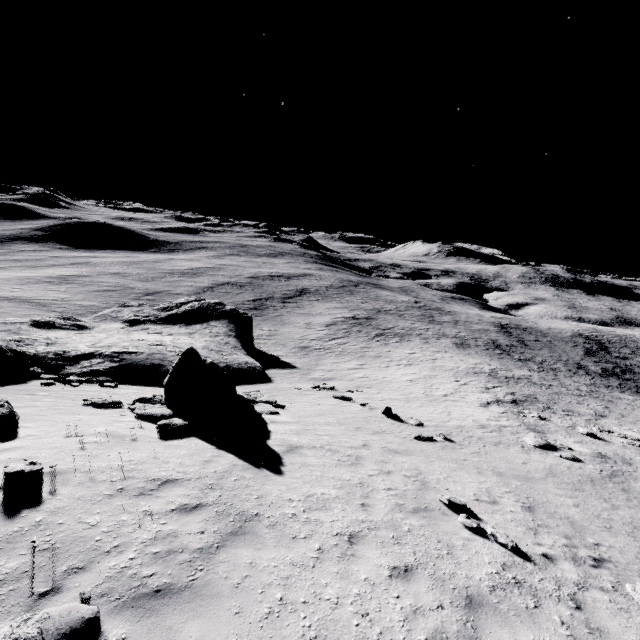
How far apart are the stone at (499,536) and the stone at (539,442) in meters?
10.2 m

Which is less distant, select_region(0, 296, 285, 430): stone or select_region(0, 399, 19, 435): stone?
select_region(0, 399, 19, 435): stone

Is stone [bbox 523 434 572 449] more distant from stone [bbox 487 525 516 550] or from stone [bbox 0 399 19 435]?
stone [bbox 0 399 19 435]

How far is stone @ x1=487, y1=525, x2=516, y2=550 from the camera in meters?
7.0 m

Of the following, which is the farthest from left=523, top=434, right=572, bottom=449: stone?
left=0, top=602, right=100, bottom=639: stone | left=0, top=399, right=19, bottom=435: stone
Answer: left=0, top=399, right=19, bottom=435: stone

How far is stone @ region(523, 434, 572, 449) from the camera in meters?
15.7

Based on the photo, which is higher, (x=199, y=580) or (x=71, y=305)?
(x=199, y=580)

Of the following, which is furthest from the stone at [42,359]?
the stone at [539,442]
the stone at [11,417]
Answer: the stone at [539,442]
